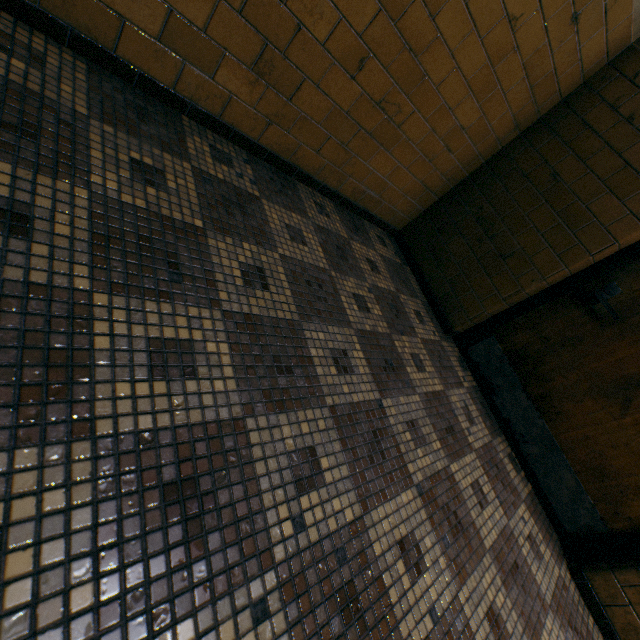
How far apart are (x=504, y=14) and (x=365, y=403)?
2.2 meters
